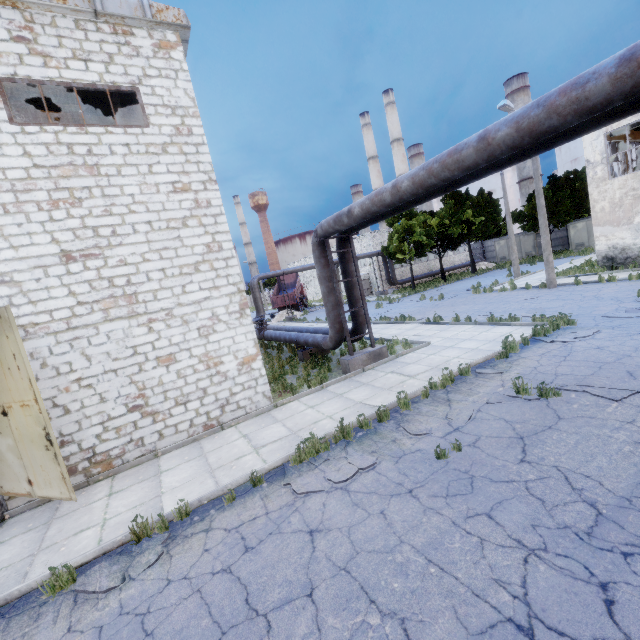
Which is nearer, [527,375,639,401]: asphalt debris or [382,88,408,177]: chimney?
[527,375,639,401]: asphalt debris

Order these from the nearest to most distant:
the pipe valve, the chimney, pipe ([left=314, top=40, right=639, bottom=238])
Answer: pipe ([left=314, top=40, right=639, bottom=238]), the pipe valve, the chimney

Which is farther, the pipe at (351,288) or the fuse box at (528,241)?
the fuse box at (528,241)

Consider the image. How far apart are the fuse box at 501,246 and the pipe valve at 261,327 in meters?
38.1

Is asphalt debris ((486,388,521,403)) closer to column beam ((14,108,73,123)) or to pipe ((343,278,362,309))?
pipe ((343,278,362,309))

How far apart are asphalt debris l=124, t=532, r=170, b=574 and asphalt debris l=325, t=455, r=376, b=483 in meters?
2.0 m

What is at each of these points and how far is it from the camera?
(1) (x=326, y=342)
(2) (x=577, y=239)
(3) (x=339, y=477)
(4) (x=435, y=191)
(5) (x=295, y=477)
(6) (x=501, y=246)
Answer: (1) pipe, 12.2m
(2) fuse box, 36.7m
(3) asphalt debris, 5.6m
(4) pipe, 7.7m
(5) asphalt debris, 5.9m
(6) fuse box, 44.3m

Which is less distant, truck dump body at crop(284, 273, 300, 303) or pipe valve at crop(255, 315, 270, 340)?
pipe valve at crop(255, 315, 270, 340)
